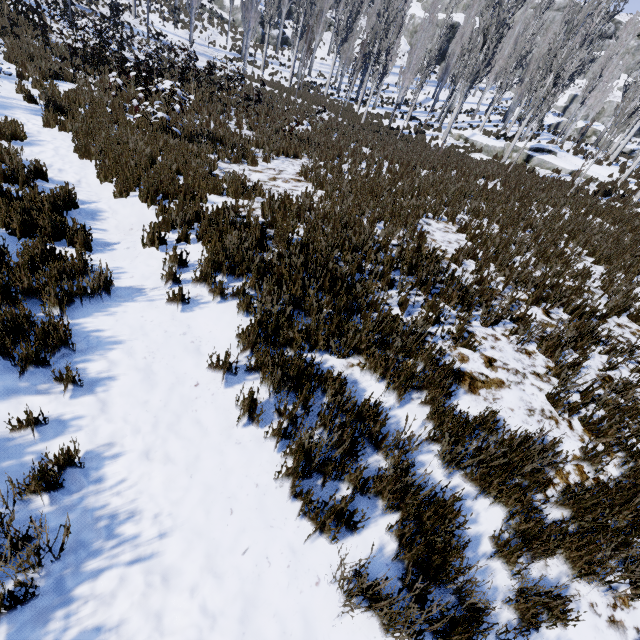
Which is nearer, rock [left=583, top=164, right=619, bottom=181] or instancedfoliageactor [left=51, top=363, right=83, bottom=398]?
instancedfoliageactor [left=51, top=363, right=83, bottom=398]

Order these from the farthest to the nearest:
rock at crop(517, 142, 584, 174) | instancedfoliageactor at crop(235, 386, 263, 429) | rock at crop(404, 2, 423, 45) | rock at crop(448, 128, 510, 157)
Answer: rock at crop(404, 2, 423, 45) → rock at crop(448, 128, 510, 157) → rock at crop(517, 142, 584, 174) → instancedfoliageactor at crop(235, 386, 263, 429)

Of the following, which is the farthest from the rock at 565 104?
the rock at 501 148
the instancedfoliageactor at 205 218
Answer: the rock at 501 148

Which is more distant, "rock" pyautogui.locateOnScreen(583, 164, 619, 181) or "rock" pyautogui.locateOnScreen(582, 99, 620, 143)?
"rock" pyautogui.locateOnScreen(582, 99, 620, 143)

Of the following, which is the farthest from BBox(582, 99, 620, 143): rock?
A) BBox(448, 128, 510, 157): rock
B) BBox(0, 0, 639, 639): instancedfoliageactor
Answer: BBox(448, 128, 510, 157): rock

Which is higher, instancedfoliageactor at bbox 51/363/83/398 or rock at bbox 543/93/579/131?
rock at bbox 543/93/579/131

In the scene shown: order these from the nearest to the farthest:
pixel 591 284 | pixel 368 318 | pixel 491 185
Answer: pixel 368 318, pixel 591 284, pixel 491 185

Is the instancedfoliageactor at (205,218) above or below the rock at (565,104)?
below
